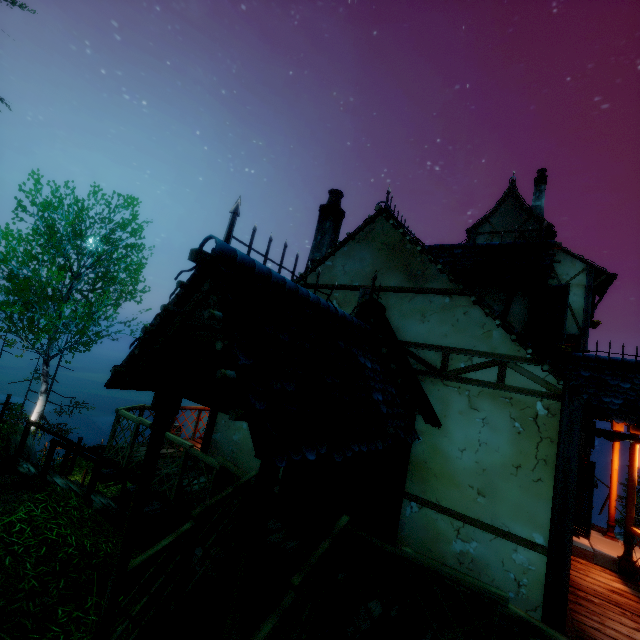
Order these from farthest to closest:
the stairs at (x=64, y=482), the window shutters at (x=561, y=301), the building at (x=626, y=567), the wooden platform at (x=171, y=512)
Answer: the stairs at (x=64, y=482) < the building at (x=626, y=567) < the window shutters at (x=561, y=301) < the wooden platform at (x=171, y=512)

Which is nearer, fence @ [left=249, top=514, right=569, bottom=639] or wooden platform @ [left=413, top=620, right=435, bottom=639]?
fence @ [left=249, top=514, right=569, bottom=639]

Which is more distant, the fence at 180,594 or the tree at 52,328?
the tree at 52,328

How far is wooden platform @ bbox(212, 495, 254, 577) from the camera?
4.5 meters

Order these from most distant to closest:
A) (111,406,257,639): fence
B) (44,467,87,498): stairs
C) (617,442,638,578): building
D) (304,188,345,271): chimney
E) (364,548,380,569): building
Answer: (304,188,345,271): chimney < (44,467,87,498): stairs < (617,442,638,578): building < (364,548,380,569): building < (111,406,257,639): fence

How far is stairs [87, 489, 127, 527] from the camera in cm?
761

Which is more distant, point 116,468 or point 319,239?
point 319,239

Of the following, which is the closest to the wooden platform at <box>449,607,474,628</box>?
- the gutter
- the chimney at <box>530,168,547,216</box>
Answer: the gutter
